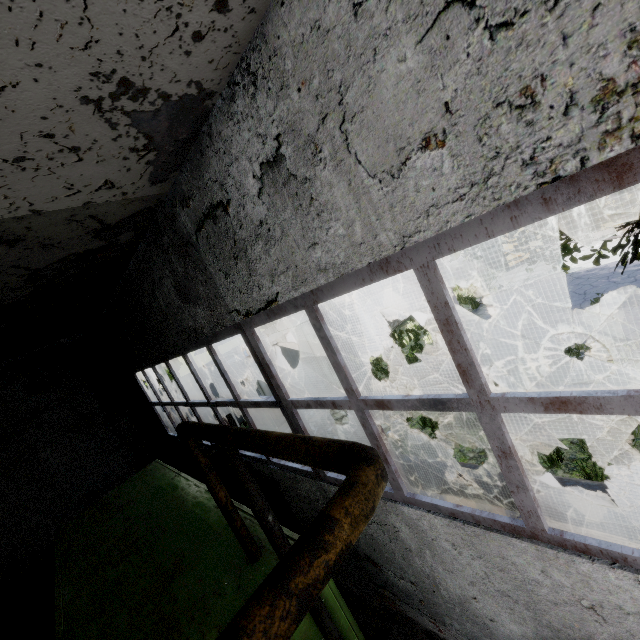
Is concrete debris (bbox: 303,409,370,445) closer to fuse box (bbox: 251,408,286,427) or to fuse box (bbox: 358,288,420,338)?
fuse box (bbox: 251,408,286,427)

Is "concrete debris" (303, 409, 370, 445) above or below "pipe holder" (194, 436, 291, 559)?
below

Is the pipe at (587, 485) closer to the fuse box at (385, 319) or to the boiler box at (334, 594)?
the boiler box at (334, 594)

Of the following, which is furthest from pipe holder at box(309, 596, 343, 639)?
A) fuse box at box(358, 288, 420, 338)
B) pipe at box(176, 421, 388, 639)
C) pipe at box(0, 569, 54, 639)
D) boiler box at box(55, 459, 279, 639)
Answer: fuse box at box(358, 288, 420, 338)

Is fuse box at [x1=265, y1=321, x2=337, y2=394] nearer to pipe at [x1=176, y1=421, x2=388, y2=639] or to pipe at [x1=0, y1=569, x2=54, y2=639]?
pipe at [x1=176, y1=421, x2=388, y2=639]

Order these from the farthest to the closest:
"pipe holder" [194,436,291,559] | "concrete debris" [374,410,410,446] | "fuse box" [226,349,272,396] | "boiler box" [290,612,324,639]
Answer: "fuse box" [226,349,272,396] → "concrete debris" [374,410,410,446] → "boiler box" [290,612,324,639] → "pipe holder" [194,436,291,559]

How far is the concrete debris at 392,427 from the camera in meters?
9.7 m

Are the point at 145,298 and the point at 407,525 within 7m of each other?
yes
